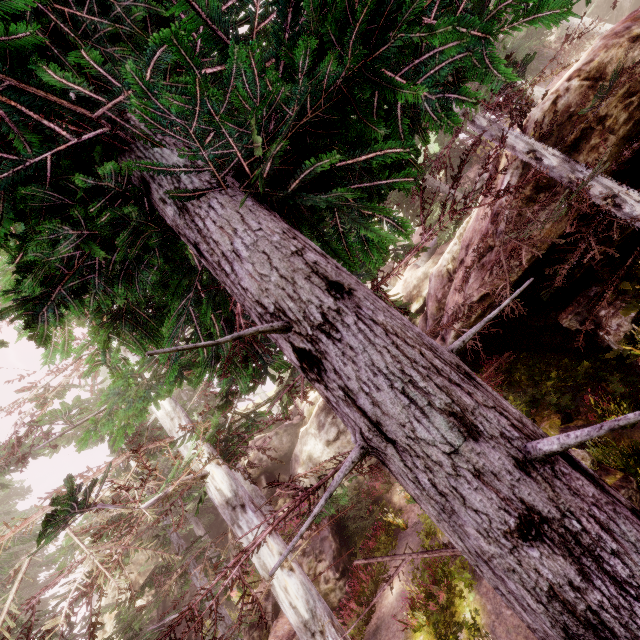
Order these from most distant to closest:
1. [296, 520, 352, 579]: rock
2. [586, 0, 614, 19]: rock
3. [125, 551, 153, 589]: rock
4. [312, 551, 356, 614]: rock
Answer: [586, 0, 614, 19]: rock
[125, 551, 153, 589]: rock
[296, 520, 352, 579]: rock
[312, 551, 356, 614]: rock

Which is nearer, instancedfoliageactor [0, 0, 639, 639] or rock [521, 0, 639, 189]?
instancedfoliageactor [0, 0, 639, 639]

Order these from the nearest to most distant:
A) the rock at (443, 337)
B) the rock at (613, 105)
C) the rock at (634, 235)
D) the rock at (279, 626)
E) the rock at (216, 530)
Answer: the rock at (613, 105)
the rock at (634, 235)
the rock at (443, 337)
the rock at (279, 626)
the rock at (216, 530)

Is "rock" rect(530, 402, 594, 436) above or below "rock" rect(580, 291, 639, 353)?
below

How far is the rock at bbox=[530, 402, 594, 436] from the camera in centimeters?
847cm

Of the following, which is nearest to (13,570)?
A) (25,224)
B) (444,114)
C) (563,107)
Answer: (25,224)

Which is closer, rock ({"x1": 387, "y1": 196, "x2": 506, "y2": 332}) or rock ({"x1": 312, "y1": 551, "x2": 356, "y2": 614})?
rock ({"x1": 387, "y1": 196, "x2": 506, "y2": 332})

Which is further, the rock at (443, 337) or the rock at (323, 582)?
the rock at (323, 582)
